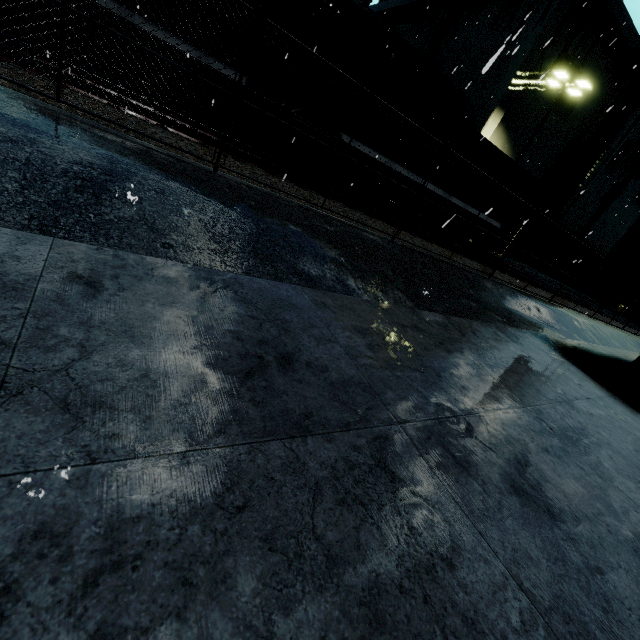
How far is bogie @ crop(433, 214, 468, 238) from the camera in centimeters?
1576cm

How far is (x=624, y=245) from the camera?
3.90m

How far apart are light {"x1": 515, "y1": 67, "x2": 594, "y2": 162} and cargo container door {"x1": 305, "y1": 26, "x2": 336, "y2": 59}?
15.18m

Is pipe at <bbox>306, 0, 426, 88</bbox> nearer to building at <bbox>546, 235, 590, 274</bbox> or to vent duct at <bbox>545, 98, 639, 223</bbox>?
building at <bbox>546, 235, 590, 274</bbox>

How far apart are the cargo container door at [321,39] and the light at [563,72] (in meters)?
15.18

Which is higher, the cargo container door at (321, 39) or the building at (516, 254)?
the cargo container door at (321, 39)

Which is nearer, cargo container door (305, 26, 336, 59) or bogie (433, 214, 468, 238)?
cargo container door (305, 26, 336, 59)

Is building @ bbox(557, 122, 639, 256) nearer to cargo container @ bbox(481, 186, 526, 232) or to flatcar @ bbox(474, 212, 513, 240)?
cargo container @ bbox(481, 186, 526, 232)
